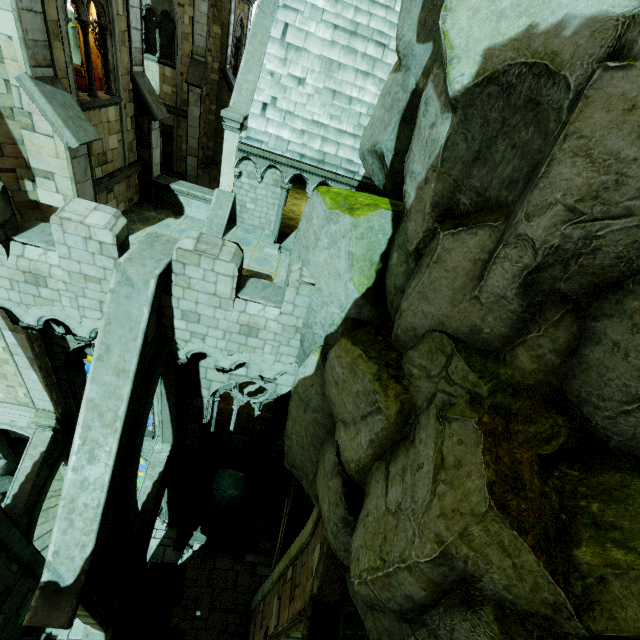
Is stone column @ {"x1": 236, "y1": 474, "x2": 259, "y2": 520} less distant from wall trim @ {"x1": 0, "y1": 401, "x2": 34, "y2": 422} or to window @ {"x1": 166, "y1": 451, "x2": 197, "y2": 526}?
window @ {"x1": 166, "y1": 451, "x2": 197, "y2": 526}

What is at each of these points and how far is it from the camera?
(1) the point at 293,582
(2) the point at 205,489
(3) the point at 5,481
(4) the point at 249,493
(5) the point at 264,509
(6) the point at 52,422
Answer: (1) buttress, 9.7 meters
(2) stone column, 16.6 meters
(3) rock, 15.3 meters
(4) stone column, 16.7 meters
(5) window, 16.0 meters
(6) column top, 12.0 meters

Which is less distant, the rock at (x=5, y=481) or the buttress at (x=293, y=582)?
the buttress at (x=293, y=582)

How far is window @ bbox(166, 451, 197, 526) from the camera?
13.2m

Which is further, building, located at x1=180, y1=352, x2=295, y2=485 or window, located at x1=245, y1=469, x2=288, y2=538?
window, located at x1=245, y1=469, x2=288, y2=538

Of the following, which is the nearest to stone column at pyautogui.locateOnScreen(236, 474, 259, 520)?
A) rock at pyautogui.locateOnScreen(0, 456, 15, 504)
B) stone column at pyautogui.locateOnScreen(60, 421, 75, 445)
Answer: rock at pyautogui.locateOnScreen(0, 456, 15, 504)

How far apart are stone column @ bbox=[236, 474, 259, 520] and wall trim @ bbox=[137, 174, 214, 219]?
11.85m

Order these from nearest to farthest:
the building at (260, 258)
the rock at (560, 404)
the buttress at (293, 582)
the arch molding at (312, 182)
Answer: the rock at (560, 404)
the building at (260, 258)
the buttress at (293, 582)
the arch molding at (312, 182)
